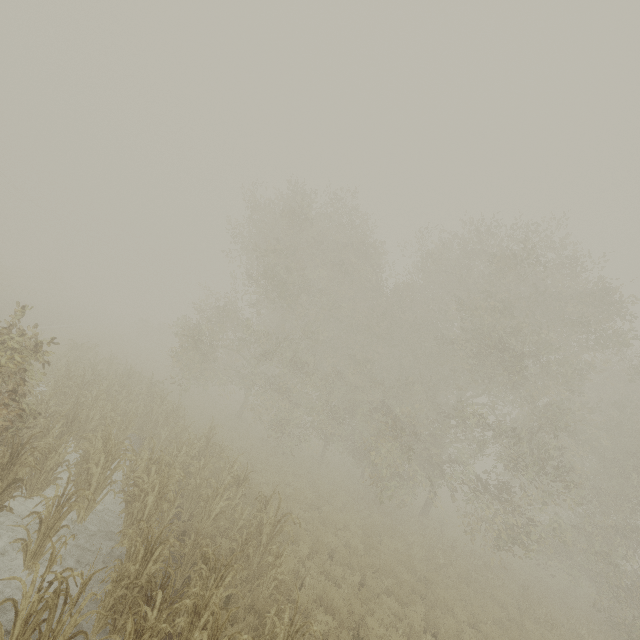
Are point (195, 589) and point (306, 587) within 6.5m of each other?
yes
